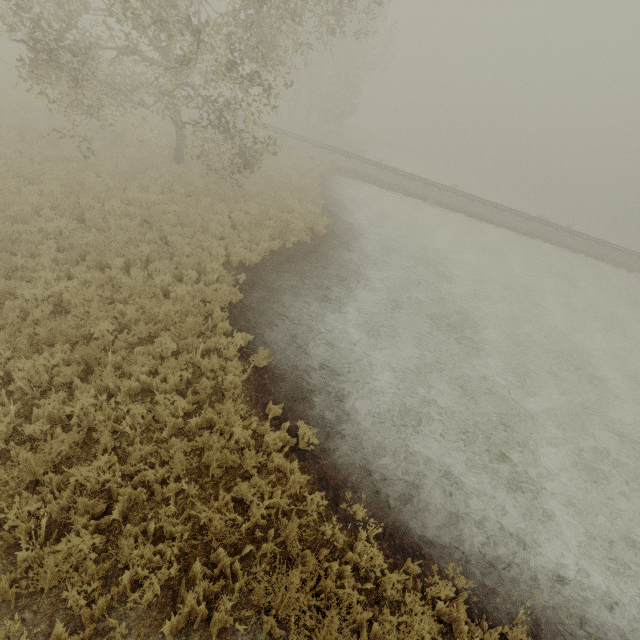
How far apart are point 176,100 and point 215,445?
13.1 meters
